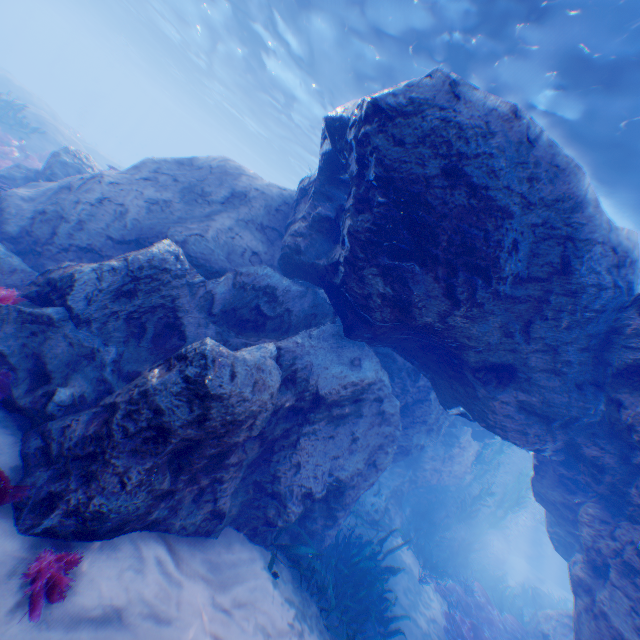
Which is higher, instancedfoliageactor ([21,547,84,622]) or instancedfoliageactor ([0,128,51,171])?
instancedfoliageactor ([21,547,84,622])

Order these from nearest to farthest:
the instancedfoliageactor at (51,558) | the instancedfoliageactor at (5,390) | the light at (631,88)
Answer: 1. the instancedfoliageactor at (51,558)
2. the instancedfoliageactor at (5,390)
3. the light at (631,88)

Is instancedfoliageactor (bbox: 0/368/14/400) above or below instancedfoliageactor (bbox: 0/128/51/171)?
above

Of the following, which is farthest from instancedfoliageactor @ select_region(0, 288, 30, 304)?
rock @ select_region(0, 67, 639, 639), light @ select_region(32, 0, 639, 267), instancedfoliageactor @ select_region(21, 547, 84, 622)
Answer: light @ select_region(32, 0, 639, 267)

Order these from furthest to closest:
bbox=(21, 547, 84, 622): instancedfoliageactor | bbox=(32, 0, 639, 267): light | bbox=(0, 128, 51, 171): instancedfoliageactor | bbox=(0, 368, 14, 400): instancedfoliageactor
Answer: bbox=(0, 128, 51, 171): instancedfoliageactor, bbox=(32, 0, 639, 267): light, bbox=(0, 368, 14, 400): instancedfoliageactor, bbox=(21, 547, 84, 622): instancedfoliageactor

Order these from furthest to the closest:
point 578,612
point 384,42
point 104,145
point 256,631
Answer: point 104,145 < point 384,42 < point 578,612 < point 256,631

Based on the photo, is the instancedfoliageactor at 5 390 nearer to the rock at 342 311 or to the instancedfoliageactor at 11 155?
the rock at 342 311

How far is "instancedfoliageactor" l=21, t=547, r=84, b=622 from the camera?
2.6m
